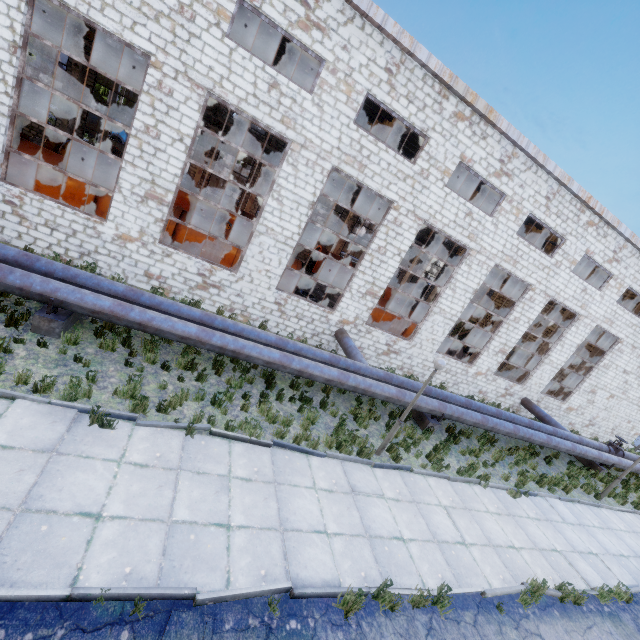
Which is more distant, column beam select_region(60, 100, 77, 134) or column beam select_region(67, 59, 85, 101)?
column beam select_region(60, 100, 77, 134)

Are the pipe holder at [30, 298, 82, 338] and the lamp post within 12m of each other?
yes

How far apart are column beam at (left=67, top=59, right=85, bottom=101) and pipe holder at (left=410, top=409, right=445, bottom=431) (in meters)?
28.87

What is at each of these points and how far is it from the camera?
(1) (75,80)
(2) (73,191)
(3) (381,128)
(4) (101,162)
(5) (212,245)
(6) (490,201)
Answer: (1) column beam, 21.77m
(2) cable machine, 12.42m
(3) column beam, 18.20m
(4) wire spool, 15.82m
(5) cable machine, 14.48m
(6) column beam, 21.39m

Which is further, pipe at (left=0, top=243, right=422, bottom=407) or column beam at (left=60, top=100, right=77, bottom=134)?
column beam at (left=60, top=100, right=77, bottom=134)

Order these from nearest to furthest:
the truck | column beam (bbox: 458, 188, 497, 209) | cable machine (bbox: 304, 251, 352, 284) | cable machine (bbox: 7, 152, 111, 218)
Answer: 1. cable machine (bbox: 7, 152, 111, 218)
2. column beam (bbox: 458, 188, 497, 209)
3. cable machine (bbox: 304, 251, 352, 284)
4. the truck

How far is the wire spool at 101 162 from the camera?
15.6m

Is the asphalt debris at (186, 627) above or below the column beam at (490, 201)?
below
